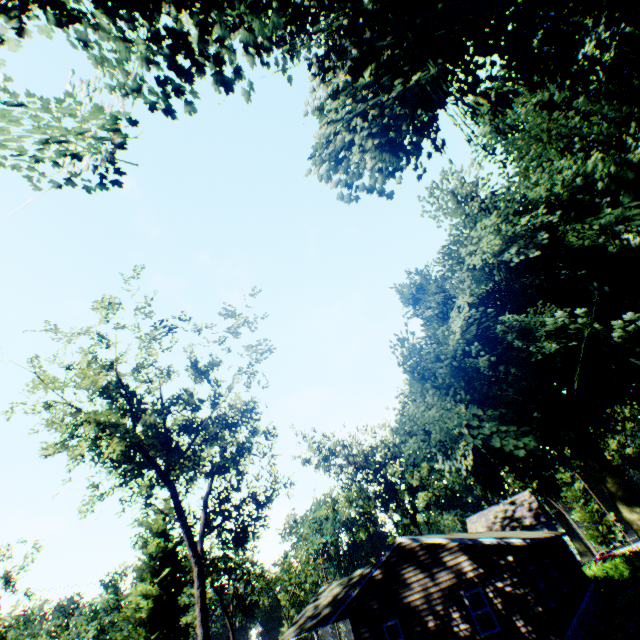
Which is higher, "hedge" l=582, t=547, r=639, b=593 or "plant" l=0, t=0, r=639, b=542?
"plant" l=0, t=0, r=639, b=542

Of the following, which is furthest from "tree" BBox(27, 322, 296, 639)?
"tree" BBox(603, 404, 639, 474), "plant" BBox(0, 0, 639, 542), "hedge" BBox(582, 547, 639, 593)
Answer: "tree" BBox(603, 404, 639, 474)

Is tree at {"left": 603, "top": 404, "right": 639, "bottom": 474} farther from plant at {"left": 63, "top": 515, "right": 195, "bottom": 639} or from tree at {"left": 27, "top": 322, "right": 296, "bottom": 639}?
tree at {"left": 27, "top": 322, "right": 296, "bottom": 639}

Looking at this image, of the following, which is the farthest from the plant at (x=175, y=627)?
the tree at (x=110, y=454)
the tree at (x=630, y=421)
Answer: the tree at (x=630, y=421)

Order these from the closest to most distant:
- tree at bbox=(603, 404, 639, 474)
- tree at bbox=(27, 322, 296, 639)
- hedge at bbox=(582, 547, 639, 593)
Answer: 1. tree at bbox=(27, 322, 296, 639)
2. hedge at bbox=(582, 547, 639, 593)
3. tree at bbox=(603, 404, 639, 474)

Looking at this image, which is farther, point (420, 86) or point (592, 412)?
point (592, 412)

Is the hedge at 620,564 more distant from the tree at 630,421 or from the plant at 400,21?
the tree at 630,421

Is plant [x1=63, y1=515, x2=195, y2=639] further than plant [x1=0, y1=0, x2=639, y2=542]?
Yes
